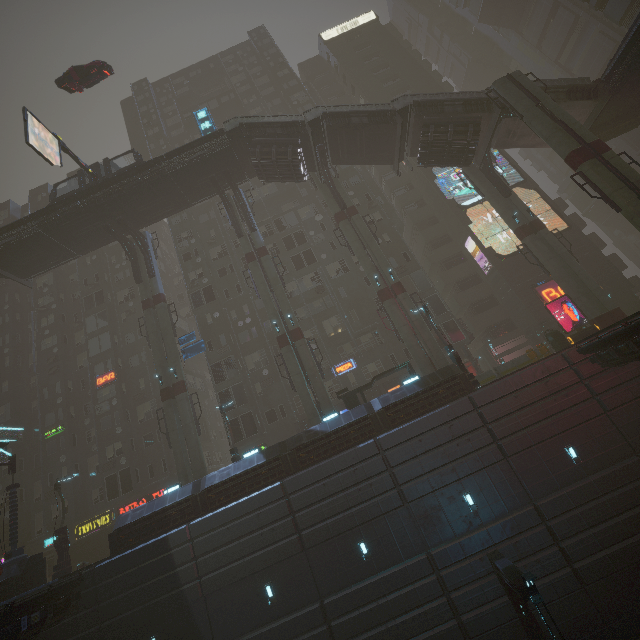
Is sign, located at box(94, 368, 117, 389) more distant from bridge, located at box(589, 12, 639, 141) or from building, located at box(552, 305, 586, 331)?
bridge, located at box(589, 12, 639, 141)

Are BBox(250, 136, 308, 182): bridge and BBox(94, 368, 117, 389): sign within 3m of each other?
no

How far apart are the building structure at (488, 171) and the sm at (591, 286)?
0.01m

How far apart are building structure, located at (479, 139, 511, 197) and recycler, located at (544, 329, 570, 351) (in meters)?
12.07

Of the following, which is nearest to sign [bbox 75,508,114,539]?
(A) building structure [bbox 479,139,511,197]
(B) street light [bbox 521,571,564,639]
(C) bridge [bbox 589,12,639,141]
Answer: (B) street light [bbox 521,571,564,639]

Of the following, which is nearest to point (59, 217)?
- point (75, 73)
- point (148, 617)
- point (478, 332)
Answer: point (75, 73)

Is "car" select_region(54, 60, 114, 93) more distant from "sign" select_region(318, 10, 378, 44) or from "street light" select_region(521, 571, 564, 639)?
"street light" select_region(521, 571, 564, 639)

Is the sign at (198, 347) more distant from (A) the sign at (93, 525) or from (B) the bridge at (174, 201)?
(A) the sign at (93, 525)
